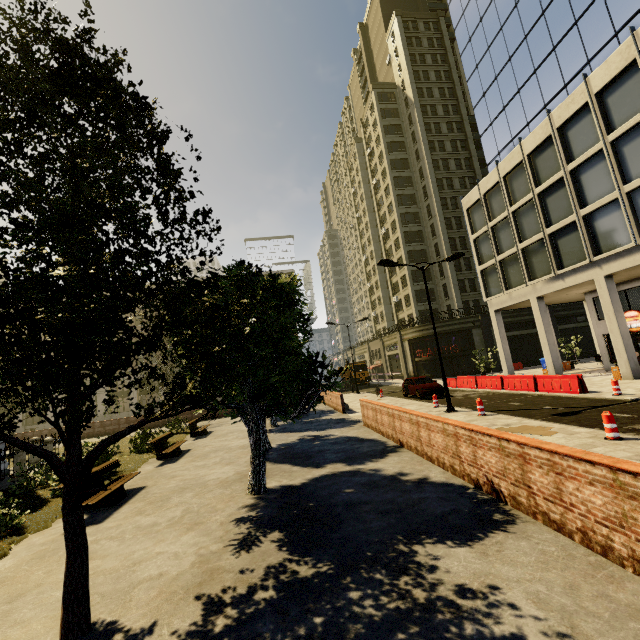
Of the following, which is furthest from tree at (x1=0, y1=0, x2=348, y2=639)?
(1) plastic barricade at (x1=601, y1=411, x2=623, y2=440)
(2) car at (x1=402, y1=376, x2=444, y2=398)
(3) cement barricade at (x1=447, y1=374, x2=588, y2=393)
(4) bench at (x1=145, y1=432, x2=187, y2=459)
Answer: (3) cement barricade at (x1=447, y1=374, x2=588, y2=393)

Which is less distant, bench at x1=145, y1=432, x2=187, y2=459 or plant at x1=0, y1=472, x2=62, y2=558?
plant at x1=0, y1=472, x2=62, y2=558

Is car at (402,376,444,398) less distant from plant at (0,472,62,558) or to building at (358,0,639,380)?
building at (358,0,639,380)

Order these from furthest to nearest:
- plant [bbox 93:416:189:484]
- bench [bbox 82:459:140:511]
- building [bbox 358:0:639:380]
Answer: building [bbox 358:0:639:380]
plant [bbox 93:416:189:484]
bench [bbox 82:459:140:511]

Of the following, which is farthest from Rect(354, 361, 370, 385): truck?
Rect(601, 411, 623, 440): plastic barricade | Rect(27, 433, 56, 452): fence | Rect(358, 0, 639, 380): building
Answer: Rect(601, 411, 623, 440): plastic barricade

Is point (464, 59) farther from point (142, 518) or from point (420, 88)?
point (142, 518)

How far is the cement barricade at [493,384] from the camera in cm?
1593

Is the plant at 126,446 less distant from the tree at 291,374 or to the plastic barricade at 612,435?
the tree at 291,374
